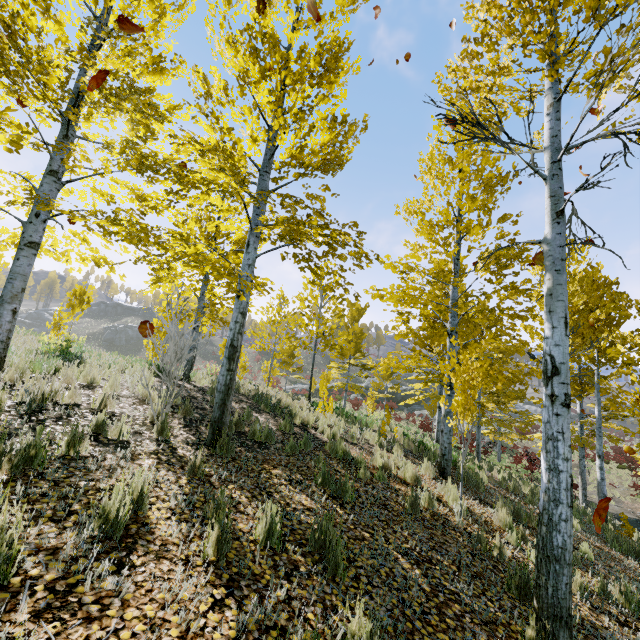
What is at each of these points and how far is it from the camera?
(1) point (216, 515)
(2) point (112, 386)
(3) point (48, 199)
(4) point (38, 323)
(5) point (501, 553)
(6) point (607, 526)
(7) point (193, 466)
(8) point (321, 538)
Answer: (1) instancedfoliageactor, 3.2 meters
(2) instancedfoliageactor, 6.7 meters
(3) instancedfoliageactor, 6.2 meters
(4) rock, 58.6 meters
(5) instancedfoliageactor, 4.6 meters
(6) instancedfoliageactor, 9.2 meters
(7) instancedfoliageactor, 4.0 meters
(8) instancedfoliageactor, 3.3 meters

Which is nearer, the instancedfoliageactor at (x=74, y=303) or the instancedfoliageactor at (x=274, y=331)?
the instancedfoliageactor at (x=74, y=303)

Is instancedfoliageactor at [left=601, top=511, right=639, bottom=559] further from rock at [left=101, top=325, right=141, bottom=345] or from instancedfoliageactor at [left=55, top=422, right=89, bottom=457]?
rock at [left=101, top=325, right=141, bottom=345]

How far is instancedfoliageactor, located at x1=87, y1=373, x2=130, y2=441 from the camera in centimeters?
444cm

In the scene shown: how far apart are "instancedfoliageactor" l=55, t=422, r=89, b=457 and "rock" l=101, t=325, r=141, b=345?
59.7m

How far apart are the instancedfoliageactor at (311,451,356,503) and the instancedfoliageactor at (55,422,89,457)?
3.12m

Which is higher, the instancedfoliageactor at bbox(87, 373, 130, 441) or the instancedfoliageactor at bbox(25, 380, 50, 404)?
the instancedfoliageactor at bbox(25, 380, 50, 404)
